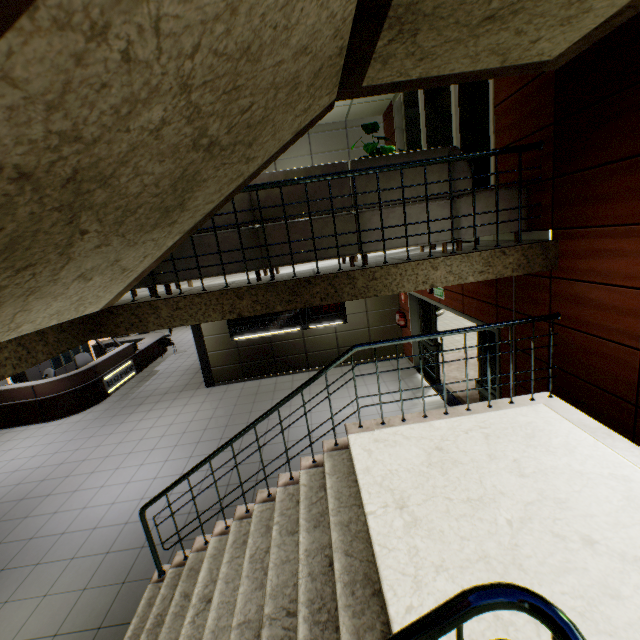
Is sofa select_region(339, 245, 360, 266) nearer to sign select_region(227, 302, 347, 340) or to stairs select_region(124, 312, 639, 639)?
stairs select_region(124, 312, 639, 639)

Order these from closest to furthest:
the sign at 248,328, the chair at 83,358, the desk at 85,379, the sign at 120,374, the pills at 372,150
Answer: the pills at 372,150 → the desk at 85,379 → the sign at 248,328 → the sign at 120,374 → the chair at 83,358

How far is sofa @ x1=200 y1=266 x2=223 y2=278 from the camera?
3.5m

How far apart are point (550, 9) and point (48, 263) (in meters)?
3.39

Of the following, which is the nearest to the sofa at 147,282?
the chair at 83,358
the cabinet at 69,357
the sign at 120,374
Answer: the sign at 120,374

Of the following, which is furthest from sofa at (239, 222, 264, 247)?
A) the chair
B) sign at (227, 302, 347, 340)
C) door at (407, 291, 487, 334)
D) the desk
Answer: the chair

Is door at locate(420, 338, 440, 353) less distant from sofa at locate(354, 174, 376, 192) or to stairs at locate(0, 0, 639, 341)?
stairs at locate(0, 0, 639, 341)
